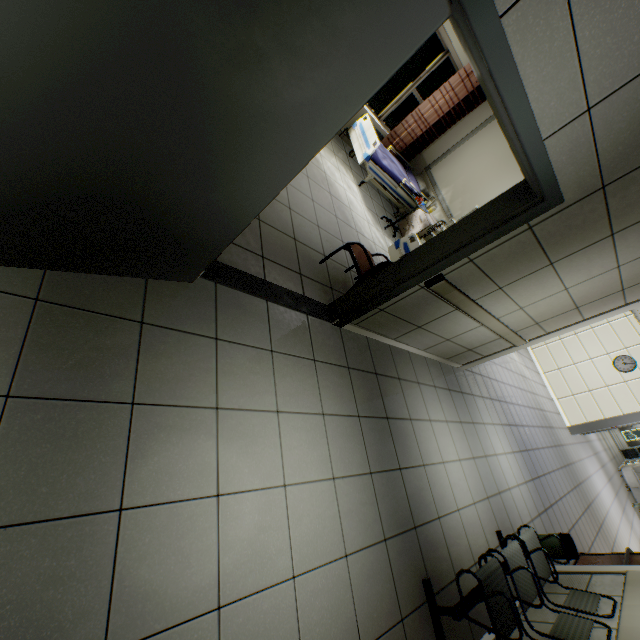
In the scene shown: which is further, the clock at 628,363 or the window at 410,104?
the clock at 628,363

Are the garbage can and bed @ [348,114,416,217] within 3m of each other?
no

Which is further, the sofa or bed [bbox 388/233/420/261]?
the sofa

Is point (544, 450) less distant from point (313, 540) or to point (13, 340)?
point (313, 540)

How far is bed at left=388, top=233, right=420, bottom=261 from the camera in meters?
4.6

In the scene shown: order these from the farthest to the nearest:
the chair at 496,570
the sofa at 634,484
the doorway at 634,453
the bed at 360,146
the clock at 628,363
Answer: the doorway at 634,453
the sofa at 634,484
the clock at 628,363
the bed at 360,146
the chair at 496,570

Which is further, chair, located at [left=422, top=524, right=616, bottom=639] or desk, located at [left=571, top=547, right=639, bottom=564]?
desk, located at [left=571, top=547, right=639, bottom=564]

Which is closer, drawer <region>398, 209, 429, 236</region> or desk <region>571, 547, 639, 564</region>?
desk <region>571, 547, 639, 564</region>
